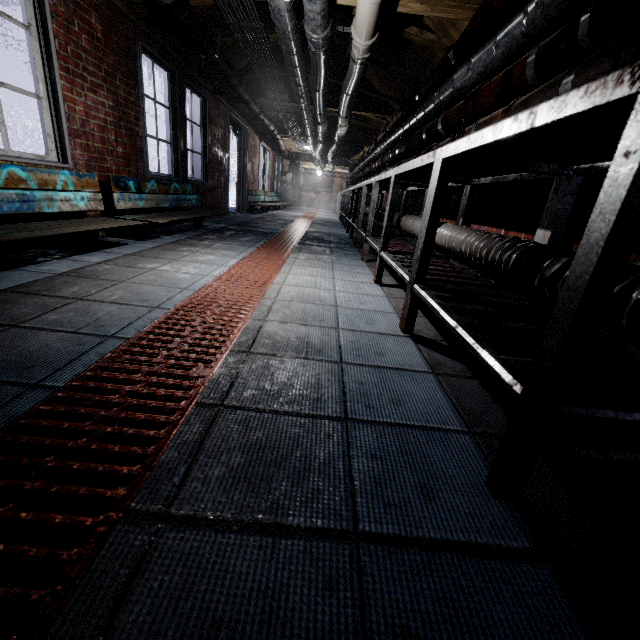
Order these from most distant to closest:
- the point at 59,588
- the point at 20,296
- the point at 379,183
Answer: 1. the point at 379,183
2. the point at 20,296
3. the point at 59,588

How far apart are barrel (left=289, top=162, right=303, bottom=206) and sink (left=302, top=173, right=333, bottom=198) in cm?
9

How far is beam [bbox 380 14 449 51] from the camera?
3.0 meters

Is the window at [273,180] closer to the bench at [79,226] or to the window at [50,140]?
the window at [50,140]

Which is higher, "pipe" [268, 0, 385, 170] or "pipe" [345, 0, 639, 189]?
"pipe" [268, 0, 385, 170]

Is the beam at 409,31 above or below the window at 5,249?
above

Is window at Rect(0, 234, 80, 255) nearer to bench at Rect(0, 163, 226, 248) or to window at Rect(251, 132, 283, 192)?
bench at Rect(0, 163, 226, 248)

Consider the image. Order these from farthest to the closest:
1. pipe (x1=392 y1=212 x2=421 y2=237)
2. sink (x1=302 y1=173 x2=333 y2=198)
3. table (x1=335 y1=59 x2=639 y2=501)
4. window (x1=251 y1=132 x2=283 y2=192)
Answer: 1. sink (x1=302 y1=173 x2=333 y2=198)
2. window (x1=251 y1=132 x2=283 y2=192)
3. pipe (x1=392 y1=212 x2=421 y2=237)
4. table (x1=335 y1=59 x2=639 y2=501)
